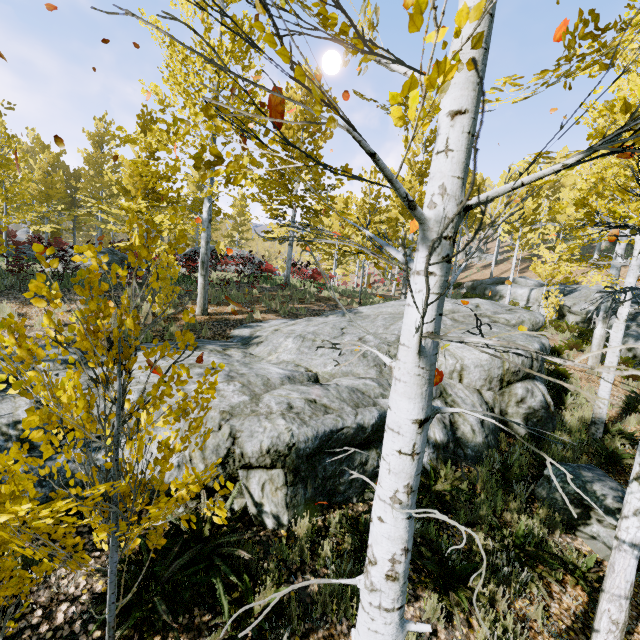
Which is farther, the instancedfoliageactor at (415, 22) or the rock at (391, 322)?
the rock at (391, 322)

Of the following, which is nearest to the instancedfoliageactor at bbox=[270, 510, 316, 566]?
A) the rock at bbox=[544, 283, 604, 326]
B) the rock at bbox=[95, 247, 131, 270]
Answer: the rock at bbox=[544, 283, 604, 326]

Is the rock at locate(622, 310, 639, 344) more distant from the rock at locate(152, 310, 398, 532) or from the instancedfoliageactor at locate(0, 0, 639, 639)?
the rock at locate(152, 310, 398, 532)

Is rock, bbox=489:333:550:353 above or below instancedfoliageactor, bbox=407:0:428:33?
below

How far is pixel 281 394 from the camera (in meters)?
5.50

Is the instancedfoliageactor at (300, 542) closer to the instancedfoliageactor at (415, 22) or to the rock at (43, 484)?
the rock at (43, 484)

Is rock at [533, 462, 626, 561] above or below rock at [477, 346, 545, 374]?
below

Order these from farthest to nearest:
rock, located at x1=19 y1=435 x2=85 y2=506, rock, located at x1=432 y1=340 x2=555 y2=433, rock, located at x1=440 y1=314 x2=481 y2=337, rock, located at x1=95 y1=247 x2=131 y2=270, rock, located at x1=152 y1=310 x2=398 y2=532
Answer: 1. rock, located at x1=95 y1=247 x2=131 y2=270
2. rock, located at x1=440 y1=314 x2=481 y2=337
3. rock, located at x1=432 y1=340 x2=555 y2=433
4. rock, located at x1=152 y1=310 x2=398 y2=532
5. rock, located at x1=19 y1=435 x2=85 y2=506
